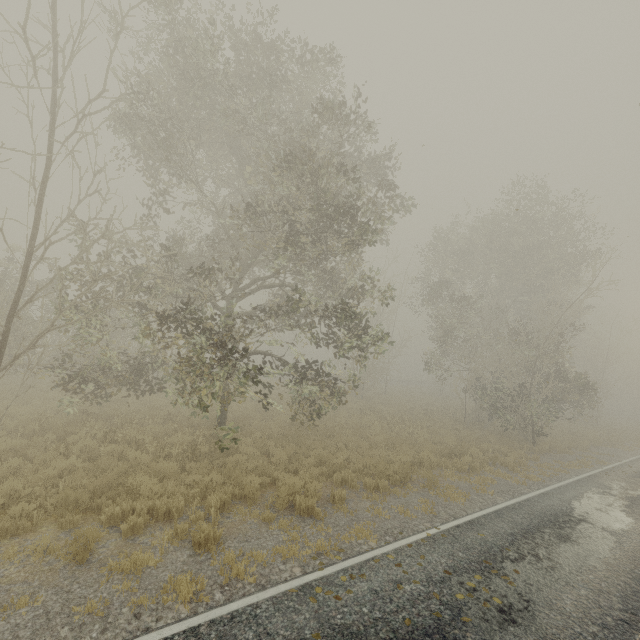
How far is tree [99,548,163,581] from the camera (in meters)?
5.43

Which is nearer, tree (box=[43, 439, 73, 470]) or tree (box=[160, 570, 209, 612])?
tree (box=[160, 570, 209, 612])

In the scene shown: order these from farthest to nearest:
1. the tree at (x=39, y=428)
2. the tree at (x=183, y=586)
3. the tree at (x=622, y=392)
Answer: the tree at (x=39, y=428) < the tree at (x=622, y=392) < the tree at (x=183, y=586)

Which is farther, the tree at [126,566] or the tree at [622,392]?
the tree at [622,392]

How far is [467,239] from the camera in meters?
24.2 m
